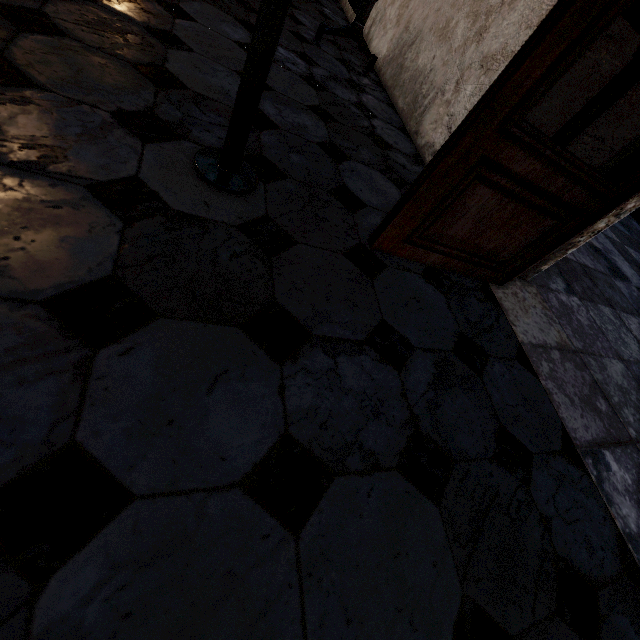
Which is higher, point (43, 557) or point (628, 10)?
point (628, 10)
